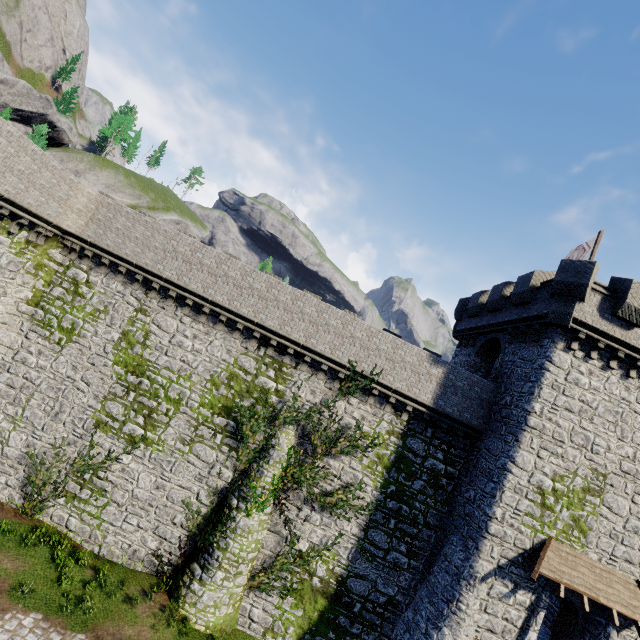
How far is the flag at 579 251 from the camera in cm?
1789

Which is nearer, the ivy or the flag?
the ivy

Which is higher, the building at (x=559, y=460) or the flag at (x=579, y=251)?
the flag at (x=579, y=251)

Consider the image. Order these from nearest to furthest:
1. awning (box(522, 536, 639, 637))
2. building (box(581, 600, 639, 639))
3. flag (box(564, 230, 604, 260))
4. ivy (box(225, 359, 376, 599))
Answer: awning (box(522, 536, 639, 637))
building (box(581, 600, 639, 639))
ivy (box(225, 359, 376, 599))
flag (box(564, 230, 604, 260))

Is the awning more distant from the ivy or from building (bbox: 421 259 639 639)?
the ivy

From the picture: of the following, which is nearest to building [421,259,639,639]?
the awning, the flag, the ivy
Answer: the awning

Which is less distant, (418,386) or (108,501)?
(108,501)

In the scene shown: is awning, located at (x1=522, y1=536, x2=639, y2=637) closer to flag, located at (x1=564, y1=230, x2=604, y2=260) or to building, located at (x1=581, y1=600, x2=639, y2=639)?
building, located at (x1=581, y1=600, x2=639, y2=639)
